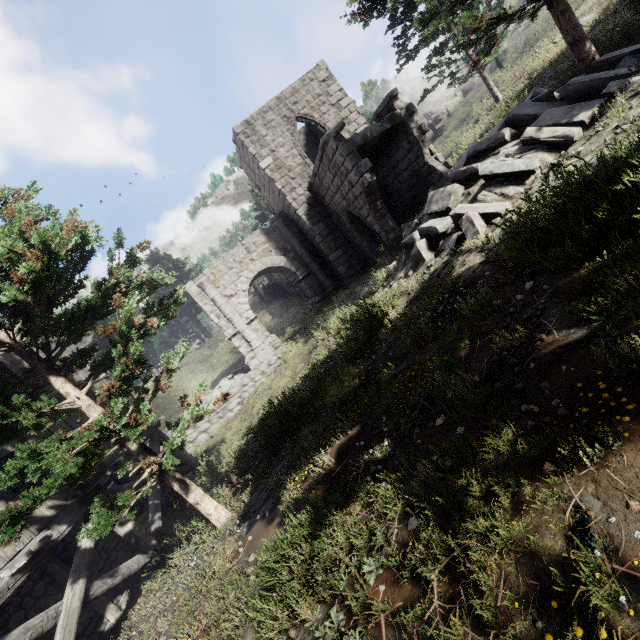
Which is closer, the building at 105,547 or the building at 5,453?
the building at 105,547

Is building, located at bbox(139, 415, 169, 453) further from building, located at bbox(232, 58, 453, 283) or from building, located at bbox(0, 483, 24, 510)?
building, located at bbox(232, 58, 453, 283)

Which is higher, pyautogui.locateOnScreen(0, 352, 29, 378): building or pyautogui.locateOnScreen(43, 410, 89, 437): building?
pyautogui.locateOnScreen(0, 352, 29, 378): building

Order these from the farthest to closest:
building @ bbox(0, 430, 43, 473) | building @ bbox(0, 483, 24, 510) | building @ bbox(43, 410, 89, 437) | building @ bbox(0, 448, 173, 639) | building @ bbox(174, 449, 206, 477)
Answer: building @ bbox(174, 449, 206, 477)
building @ bbox(43, 410, 89, 437)
building @ bbox(0, 430, 43, 473)
building @ bbox(0, 483, 24, 510)
building @ bbox(0, 448, 173, 639)

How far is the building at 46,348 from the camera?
10.9m

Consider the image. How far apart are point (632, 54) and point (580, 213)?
6.2 meters

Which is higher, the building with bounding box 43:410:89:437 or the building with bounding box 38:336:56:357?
the building with bounding box 38:336:56:357

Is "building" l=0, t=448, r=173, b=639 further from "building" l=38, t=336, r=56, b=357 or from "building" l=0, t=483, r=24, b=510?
"building" l=38, t=336, r=56, b=357
